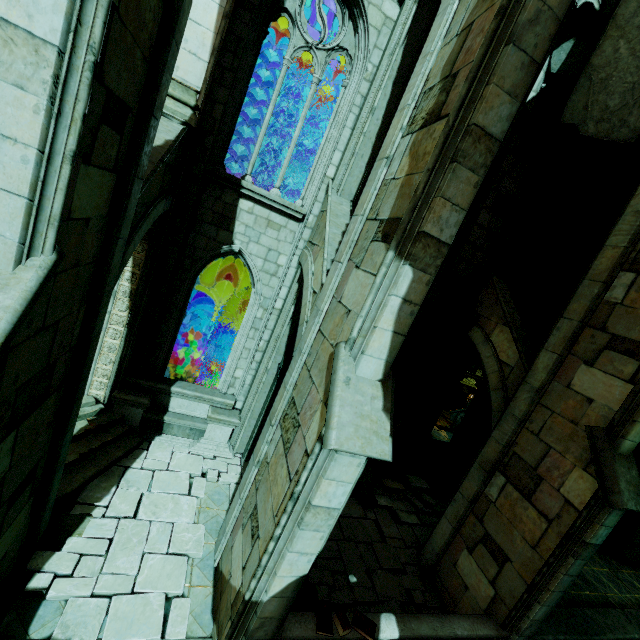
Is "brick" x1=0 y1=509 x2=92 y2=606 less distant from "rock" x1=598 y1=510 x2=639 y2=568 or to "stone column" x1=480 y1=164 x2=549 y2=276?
"stone column" x1=480 y1=164 x2=549 y2=276

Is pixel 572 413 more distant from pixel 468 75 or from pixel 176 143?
pixel 176 143

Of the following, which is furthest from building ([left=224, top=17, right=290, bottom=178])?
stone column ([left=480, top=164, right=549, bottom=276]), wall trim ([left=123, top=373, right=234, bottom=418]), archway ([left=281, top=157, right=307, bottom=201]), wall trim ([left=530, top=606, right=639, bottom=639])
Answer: wall trim ([left=530, top=606, right=639, bottom=639])

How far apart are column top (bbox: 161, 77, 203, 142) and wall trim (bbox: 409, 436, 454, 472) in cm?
1170

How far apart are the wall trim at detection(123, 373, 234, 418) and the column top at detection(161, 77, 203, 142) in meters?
6.4

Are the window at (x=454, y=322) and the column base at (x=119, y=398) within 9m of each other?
yes

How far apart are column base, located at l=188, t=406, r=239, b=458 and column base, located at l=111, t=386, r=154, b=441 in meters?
1.2

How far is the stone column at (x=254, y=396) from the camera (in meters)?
9.15
